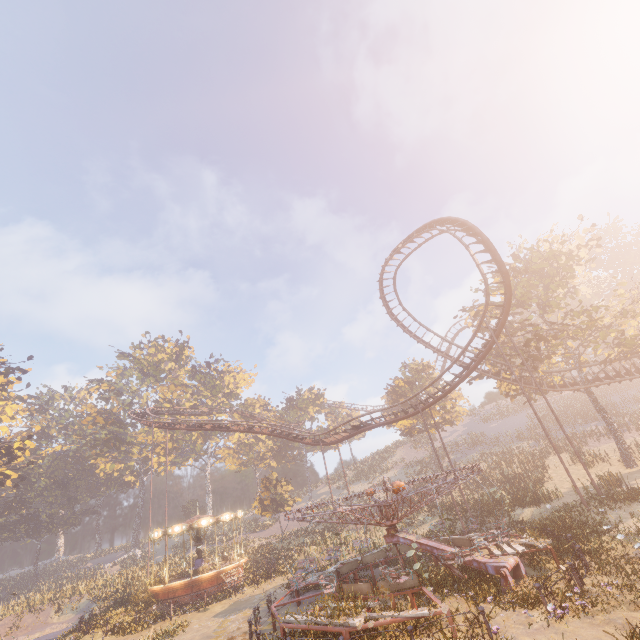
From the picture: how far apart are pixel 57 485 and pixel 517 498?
71.8m

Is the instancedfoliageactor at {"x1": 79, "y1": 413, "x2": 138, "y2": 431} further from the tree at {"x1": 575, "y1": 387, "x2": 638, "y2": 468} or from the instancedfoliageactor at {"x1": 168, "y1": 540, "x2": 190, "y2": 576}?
the tree at {"x1": 575, "y1": 387, "x2": 638, "y2": 468}

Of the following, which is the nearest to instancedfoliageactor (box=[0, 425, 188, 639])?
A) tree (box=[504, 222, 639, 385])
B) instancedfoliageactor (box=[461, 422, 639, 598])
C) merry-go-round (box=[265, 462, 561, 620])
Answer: merry-go-round (box=[265, 462, 561, 620])

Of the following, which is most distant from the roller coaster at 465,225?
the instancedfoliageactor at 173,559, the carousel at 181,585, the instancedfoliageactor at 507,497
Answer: the instancedfoliageactor at 173,559

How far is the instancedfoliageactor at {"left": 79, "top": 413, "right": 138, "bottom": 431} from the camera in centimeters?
5348cm

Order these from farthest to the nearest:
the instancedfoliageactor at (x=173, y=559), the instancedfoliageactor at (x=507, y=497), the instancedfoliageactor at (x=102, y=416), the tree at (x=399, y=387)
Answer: the instancedfoliageactor at (x=102, y=416) → the tree at (x=399, y=387) → the instancedfoliageactor at (x=173, y=559) → the instancedfoliageactor at (x=507, y=497)

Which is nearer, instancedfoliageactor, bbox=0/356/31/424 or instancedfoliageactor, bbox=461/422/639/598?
instancedfoliageactor, bbox=461/422/639/598

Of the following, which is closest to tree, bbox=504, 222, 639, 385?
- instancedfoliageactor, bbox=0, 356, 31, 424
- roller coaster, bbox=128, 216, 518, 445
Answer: roller coaster, bbox=128, 216, 518, 445
